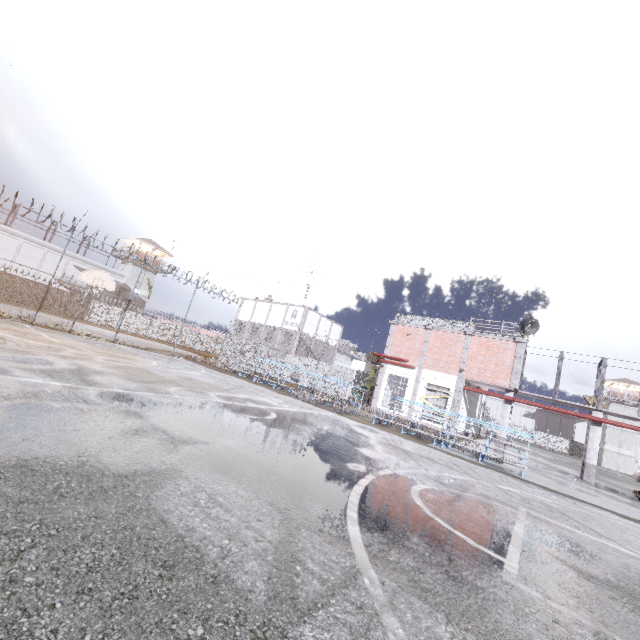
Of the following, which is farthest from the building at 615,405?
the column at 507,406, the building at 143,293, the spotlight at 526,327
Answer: the building at 143,293

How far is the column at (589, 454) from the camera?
17.7m

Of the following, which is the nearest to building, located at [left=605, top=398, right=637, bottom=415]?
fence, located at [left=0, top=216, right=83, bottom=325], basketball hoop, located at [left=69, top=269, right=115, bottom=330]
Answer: fence, located at [left=0, top=216, right=83, bottom=325]

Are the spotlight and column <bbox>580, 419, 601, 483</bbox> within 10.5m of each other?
yes

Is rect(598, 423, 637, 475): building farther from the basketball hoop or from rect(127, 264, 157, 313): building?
rect(127, 264, 157, 313): building

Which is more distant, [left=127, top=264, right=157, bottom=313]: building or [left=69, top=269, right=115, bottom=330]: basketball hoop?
[left=127, top=264, right=157, bottom=313]: building

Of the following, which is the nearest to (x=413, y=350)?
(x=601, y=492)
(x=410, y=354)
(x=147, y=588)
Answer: (x=410, y=354)

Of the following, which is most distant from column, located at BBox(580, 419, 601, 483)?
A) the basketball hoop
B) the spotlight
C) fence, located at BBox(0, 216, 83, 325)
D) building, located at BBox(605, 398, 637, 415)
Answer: building, located at BBox(605, 398, 637, 415)
